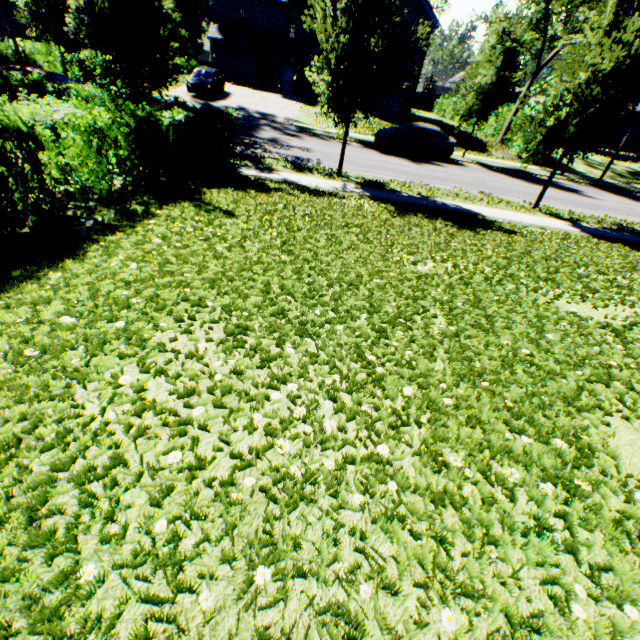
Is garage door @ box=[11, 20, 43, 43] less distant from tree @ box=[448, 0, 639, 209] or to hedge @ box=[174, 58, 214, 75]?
tree @ box=[448, 0, 639, 209]

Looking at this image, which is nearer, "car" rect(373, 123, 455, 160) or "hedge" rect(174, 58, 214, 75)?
"car" rect(373, 123, 455, 160)

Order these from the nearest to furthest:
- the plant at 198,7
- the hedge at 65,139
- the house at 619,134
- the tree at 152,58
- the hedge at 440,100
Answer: the hedge at 65,139 → the tree at 152,58 → the house at 619,134 → the hedge at 440,100 → the plant at 198,7

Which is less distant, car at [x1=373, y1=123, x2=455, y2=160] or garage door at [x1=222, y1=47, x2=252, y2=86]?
car at [x1=373, y1=123, x2=455, y2=160]

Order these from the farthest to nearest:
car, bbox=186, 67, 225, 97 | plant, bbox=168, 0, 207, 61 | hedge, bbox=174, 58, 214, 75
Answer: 1. plant, bbox=168, 0, 207, 61
2. hedge, bbox=174, 58, 214, 75
3. car, bbox=186, 67, 225, 97

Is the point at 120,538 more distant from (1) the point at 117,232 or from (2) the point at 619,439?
(1) the point at 117,232

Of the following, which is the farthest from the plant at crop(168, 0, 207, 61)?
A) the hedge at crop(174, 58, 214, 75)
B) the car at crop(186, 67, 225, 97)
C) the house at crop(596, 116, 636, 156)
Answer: the car at crop(186, 67, 225, 97)

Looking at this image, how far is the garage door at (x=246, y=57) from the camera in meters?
A: 32.6
